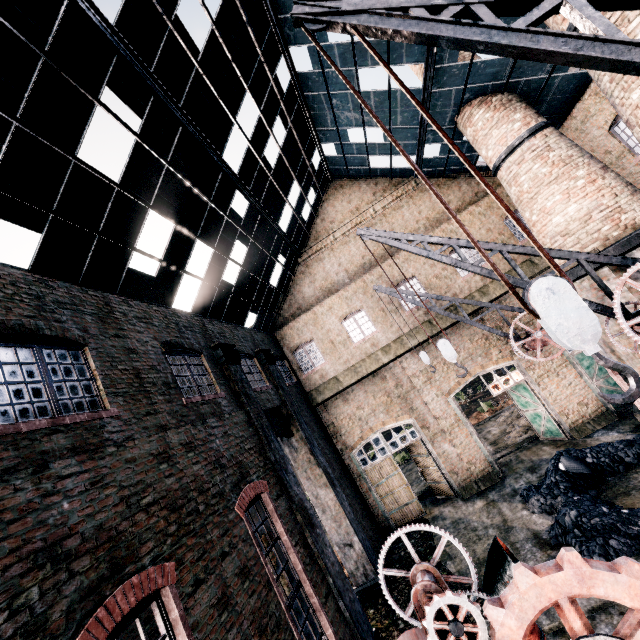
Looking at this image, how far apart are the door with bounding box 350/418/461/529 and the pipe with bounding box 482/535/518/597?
11.3 meters

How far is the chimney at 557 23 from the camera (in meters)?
8.96

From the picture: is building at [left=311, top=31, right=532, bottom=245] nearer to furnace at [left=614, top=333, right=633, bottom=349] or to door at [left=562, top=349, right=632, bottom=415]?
door at [left=562, top=349, right=632, bottom=415]

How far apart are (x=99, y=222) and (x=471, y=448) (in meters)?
19.66

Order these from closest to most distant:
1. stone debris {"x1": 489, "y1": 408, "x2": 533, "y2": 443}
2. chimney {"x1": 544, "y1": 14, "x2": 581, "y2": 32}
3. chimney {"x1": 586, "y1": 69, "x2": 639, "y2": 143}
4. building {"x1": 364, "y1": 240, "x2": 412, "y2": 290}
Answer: chimney {"x1": 586, "y1": 69, "x2": 639, "y2": 143}
chimney {"x1": 544, "y1": 14, "x2": 581, "y2": 32}
building {"x1": 364, "y1": 240, "x2": 412, "y2": 290}
stone debris {"x1": 489, "y1": 408, "x2": 533, "y2": 443}

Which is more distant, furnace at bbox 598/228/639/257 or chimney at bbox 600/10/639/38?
furnace at bbox 598/228/639/257

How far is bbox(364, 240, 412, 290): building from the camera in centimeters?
1994cm

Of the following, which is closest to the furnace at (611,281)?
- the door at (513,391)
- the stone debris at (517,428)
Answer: the door at (513,391)
